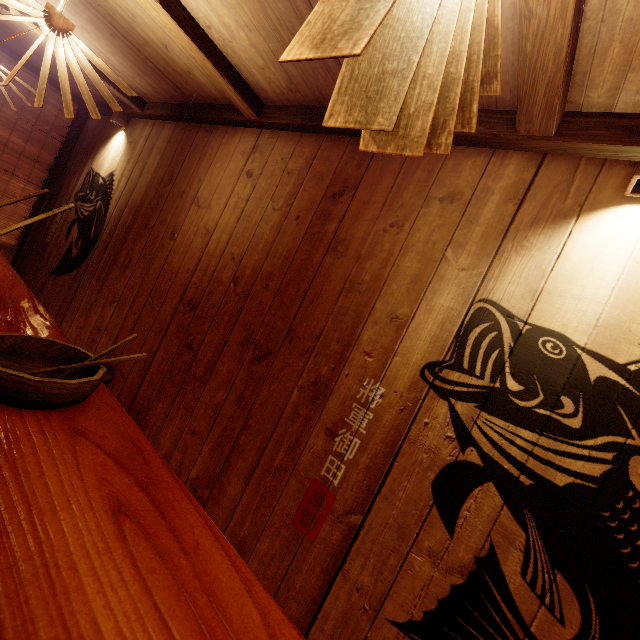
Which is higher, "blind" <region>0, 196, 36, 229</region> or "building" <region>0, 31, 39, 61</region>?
"building" <region>0, 31, 39, 61</region>

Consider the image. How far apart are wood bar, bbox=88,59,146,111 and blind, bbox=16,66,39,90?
3.4 meters

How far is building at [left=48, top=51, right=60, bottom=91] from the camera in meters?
6.7

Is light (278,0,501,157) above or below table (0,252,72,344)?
above

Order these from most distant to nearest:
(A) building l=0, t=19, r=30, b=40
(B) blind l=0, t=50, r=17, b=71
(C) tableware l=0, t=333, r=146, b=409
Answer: (B) blind l=0, t=50, r=17, b=71 → (A) building l=0, t=19, r=30, b=40 → (C) tableware l=0, t=333, r=146, b=409

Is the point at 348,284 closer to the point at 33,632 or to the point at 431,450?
the point at 431,450

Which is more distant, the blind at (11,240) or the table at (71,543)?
the blind at (11,240)

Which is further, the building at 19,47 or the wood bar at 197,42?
the building at 19,47
